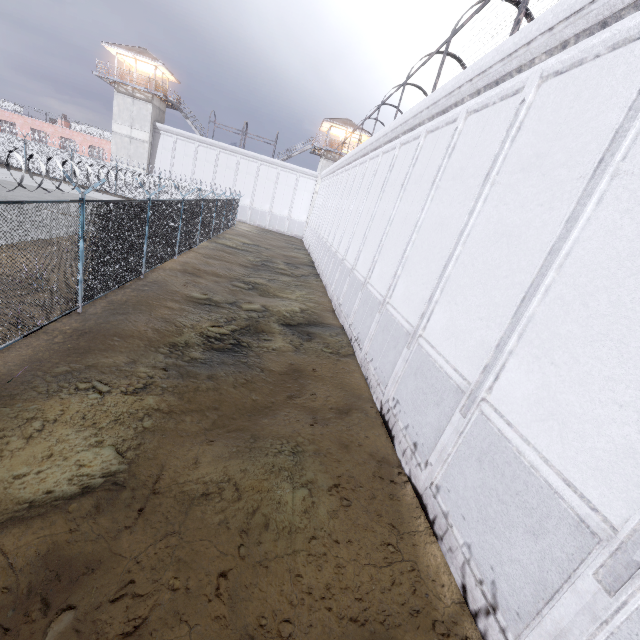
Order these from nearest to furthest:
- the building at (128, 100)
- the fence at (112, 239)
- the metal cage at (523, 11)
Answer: the metal cage at (523, 11), the fence at (112, 239), the building at (128, 100)

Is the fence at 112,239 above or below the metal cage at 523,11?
below

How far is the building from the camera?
35.6m

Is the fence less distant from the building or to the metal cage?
the building

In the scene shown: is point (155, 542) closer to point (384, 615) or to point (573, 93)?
point (384, 615)

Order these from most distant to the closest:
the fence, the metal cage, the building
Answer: the building → the fence → the metal cage
